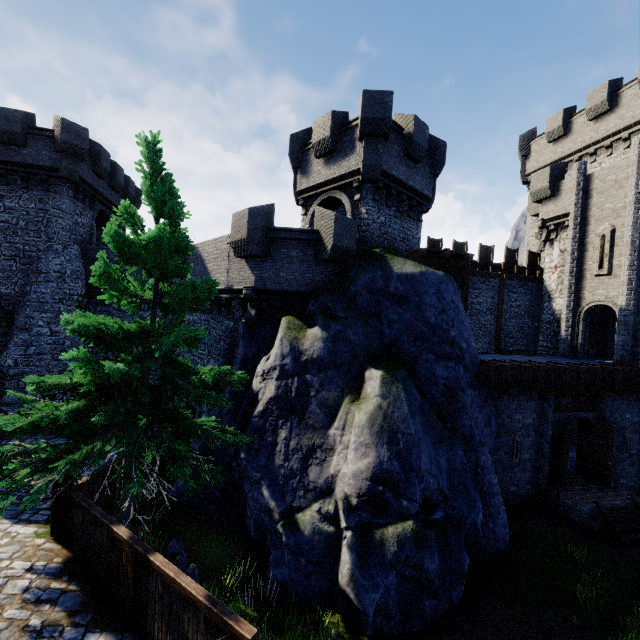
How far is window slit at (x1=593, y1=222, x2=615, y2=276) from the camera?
16.8 meters

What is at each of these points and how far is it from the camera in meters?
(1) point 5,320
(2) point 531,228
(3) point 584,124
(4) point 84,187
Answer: (1) awning, 17.7 m
(2) building tower, 26.5 m
(3) building tower, 22.3 m
(4) building, 20.1 m

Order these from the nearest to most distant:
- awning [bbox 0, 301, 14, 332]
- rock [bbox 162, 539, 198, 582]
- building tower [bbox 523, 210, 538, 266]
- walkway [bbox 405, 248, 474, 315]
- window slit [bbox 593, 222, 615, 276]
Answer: rock [bbox 162, 539, 198, 582] < walkway [bbox 405, 248, 474, 315] < window slit [bbox 593, 222, 615, 276] < awning [bbox 0, 301, 14, 332] < building tower [bbox 523, 210, 538, 266]

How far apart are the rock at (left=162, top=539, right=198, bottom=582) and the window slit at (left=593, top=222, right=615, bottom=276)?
21.96m

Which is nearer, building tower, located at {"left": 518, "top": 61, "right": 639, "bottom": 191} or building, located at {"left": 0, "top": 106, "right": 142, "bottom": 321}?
building, located at {"left": 0, "top": 106, "right": 142, "bottom": 321}

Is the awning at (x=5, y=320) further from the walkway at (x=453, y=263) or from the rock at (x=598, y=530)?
the rock at (x=598, y=530)

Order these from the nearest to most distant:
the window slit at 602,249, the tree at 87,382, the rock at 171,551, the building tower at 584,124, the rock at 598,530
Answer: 1. the tree at 87,382
2. the rock at 171,551
3. the rock at 598,530
4. the window slit at 602,249
5. the building tower at 584,124

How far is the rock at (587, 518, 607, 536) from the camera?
11.53m
